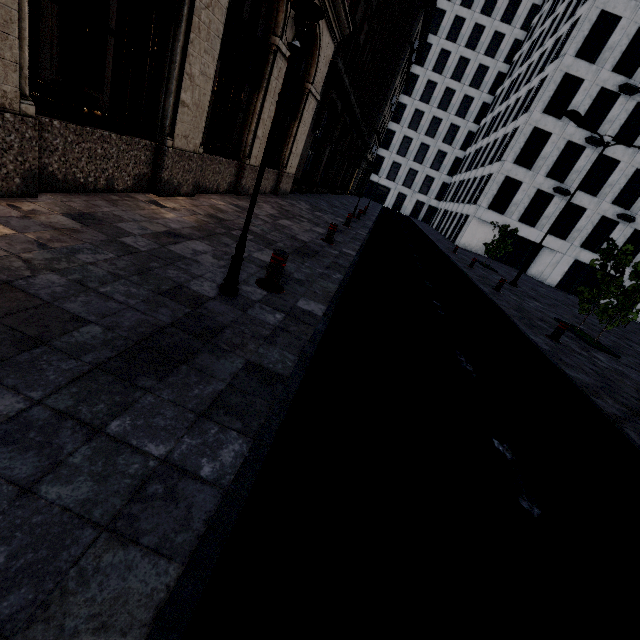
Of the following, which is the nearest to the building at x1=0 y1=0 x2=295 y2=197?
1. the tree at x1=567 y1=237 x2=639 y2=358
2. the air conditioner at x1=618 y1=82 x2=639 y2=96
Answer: the tree at x1=567 y1=237 x2=639 y2=358

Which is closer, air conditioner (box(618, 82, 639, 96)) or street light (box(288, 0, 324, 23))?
street light (box(288, 0, 324, 23))

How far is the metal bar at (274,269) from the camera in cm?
451

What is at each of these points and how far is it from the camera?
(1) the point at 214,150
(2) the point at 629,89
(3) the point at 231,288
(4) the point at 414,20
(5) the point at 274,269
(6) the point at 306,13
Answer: (1) building, 14.8 meters
(2) air conditioner, 24.0 meters
(3) street light, 4.0 meters
(4) building, 32.7 meters
(5) metal bar, 4.6 meters
(6) street light, 2.9 meters

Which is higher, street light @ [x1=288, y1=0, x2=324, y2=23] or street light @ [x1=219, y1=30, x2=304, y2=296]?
street light @ [x1=288, y1=0, x2=324, y2=23]

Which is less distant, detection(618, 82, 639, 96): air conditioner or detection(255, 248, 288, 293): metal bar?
detection(255, 248, 288, 293): metal bar

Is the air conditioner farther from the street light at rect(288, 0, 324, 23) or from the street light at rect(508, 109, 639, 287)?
the street light at rect(288, 0, 324, 23)

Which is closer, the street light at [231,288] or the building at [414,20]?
the street light at [231,288]
